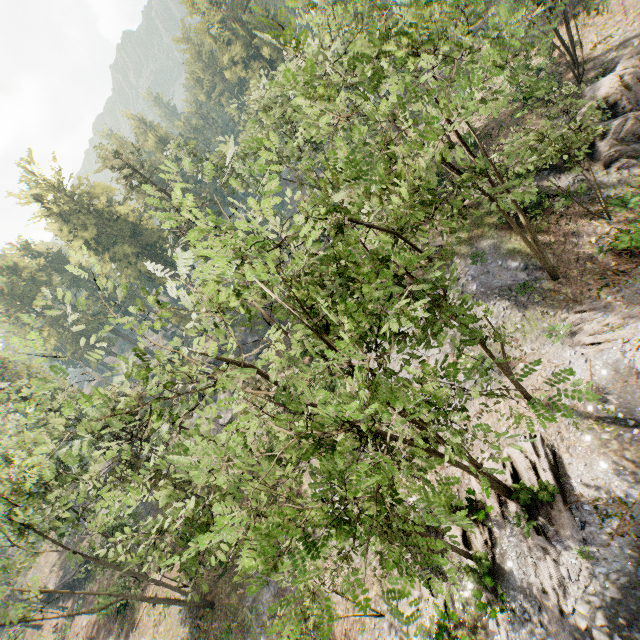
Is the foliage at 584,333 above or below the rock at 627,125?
below

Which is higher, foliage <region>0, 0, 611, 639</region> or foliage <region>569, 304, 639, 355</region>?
foliage <region>0, 0, 611, 639</region>

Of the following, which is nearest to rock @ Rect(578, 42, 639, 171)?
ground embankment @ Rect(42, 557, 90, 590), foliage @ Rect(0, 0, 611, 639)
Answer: foliage @ Rect(0, 0, 611, 639)

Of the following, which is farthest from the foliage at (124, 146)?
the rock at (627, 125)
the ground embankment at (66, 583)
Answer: the rock at (627, 125)

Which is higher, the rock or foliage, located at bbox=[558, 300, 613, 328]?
the rock

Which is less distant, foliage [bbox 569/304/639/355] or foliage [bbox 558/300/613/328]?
foliage [bbox 569/304/639/355]

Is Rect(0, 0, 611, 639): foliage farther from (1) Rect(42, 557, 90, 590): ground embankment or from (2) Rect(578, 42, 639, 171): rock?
(2) Rect(578, 42, 639, 171): rock

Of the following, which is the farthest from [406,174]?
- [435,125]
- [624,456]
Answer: [624,456]
